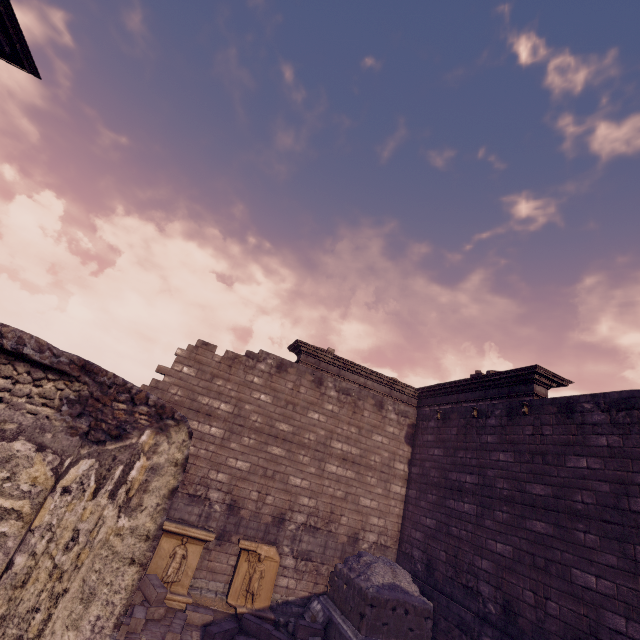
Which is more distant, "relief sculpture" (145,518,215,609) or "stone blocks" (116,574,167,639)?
"relief sculpture" (145,518,215,609)

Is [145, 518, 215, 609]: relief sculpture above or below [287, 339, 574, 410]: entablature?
below

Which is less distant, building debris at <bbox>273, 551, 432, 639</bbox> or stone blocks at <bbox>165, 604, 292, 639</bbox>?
stone blocks at <bbox>165, 604, 292, 639</bbox>

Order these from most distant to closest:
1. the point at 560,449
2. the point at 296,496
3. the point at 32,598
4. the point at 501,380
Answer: the point at 296,496, the point at 501,380, the point at 560,449, the point at 32,598

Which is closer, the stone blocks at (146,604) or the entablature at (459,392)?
the stone blocks at (146,604)

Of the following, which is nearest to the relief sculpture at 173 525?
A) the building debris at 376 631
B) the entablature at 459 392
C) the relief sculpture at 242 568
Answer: the relief sculpture at 242 568

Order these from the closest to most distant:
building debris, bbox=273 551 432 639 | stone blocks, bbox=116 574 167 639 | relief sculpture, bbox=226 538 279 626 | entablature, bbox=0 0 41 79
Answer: entablature, bbox=0 0 41 79 → stone blocks, bbox=116 574 167 639 → building debris, bbox=273 551 432 639 → relief sculpture, bbox=226 538 279 626

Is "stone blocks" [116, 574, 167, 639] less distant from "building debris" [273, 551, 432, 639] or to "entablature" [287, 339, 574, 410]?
"building debris" [273, 551, 432, 639]
